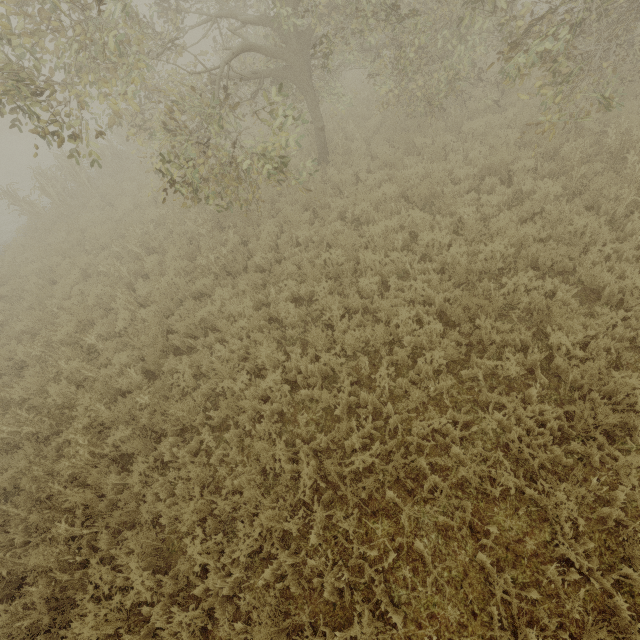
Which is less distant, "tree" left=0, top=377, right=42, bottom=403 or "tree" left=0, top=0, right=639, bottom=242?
"tree" left=0, top=0, right=639, bottom=242

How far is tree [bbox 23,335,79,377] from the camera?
7.56m

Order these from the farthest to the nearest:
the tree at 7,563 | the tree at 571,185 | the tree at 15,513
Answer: the tree at 571,185 → the tree at 15,513 → the tree at 7,563

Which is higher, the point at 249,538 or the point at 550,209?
the point at 550,209

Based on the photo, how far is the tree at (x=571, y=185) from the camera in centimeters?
673cm

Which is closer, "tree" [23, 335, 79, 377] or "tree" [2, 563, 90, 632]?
"tree" [2, 563, 90, 632]

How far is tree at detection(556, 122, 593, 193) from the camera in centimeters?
673cm

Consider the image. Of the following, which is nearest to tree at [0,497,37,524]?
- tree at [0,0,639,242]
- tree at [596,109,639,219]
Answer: tree at [0,0,639,242]
